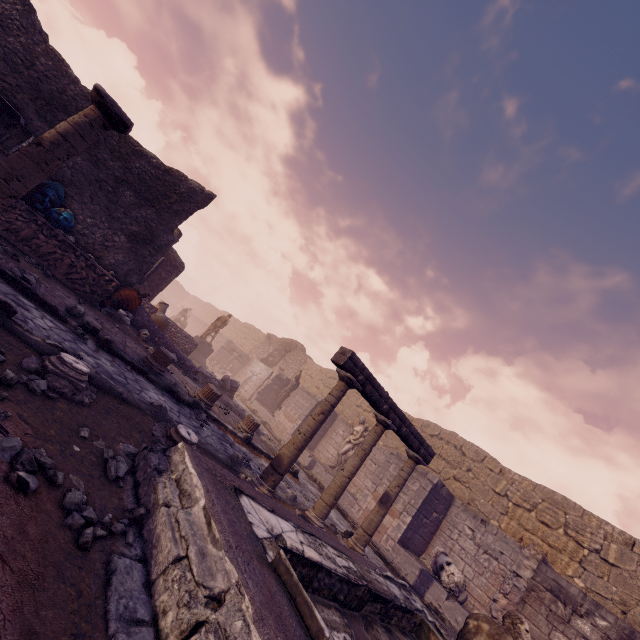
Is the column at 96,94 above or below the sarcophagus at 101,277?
above

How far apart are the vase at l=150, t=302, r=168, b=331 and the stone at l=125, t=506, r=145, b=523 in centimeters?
1025cm

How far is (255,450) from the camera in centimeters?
864cm

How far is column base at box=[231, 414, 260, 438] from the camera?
8.9m

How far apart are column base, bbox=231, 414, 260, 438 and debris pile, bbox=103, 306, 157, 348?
2.6m

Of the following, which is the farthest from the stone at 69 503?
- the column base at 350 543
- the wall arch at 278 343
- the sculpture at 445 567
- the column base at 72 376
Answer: the wall arch at 278 343

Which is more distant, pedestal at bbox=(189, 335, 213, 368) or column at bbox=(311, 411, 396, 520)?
pedestal at bbox=(189, 335, 213, 368)

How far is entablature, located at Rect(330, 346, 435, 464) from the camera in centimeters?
568cm
